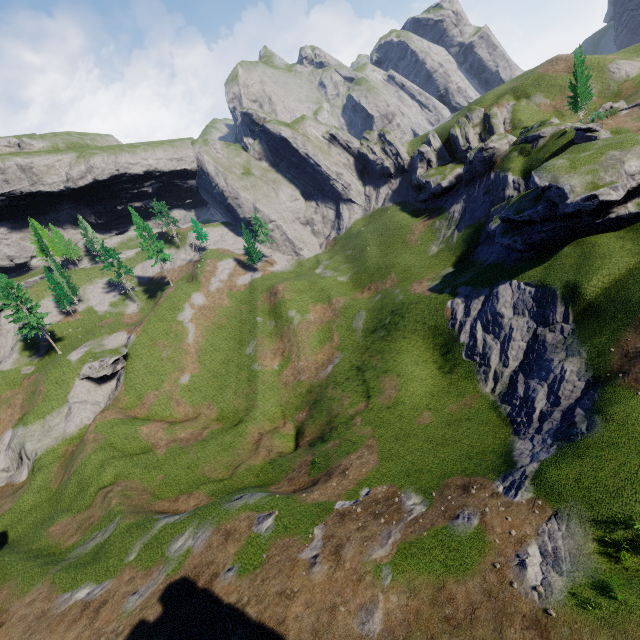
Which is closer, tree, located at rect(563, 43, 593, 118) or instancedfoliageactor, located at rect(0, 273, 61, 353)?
tree, located at rect(563, 43, 593, 118)

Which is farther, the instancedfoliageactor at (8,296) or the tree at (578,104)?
the instancedfoliageactor at (8,296)

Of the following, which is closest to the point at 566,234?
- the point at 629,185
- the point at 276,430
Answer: the point at 629,185

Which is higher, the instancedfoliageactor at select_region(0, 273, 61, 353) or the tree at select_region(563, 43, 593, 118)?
the instancedfoliageactor at select_region(0, 273, 61, 353)

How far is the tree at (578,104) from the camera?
45.1m

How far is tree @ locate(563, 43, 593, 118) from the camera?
45.1 meters
